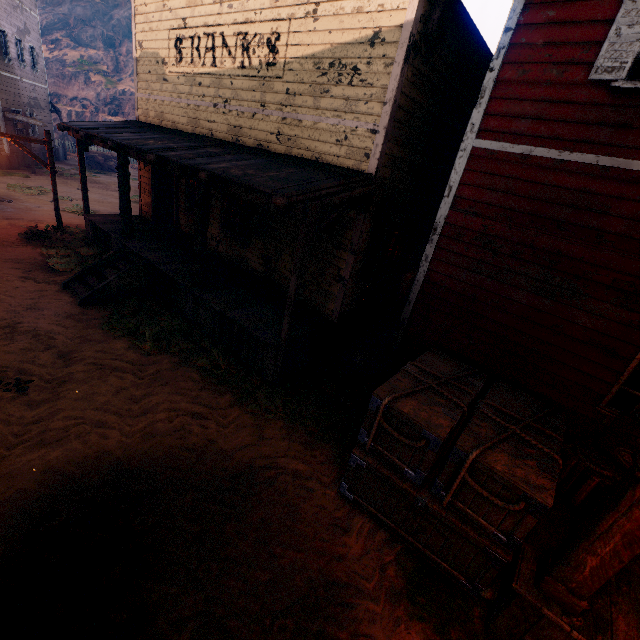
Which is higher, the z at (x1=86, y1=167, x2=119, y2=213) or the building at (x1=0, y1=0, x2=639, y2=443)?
the building at (x1=0, y1=0, x2=639, y2=443)

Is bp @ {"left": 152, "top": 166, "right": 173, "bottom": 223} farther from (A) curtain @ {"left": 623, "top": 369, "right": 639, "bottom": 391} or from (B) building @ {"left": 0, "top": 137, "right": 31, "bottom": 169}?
(A) curtain @ {"left": 623, "top": 369, "right": 639, "bottom": 391}

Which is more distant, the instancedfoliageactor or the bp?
the instancedfoliageactor

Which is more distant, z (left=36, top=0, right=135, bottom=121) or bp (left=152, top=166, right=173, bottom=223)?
Result: z (left=36, top=0, right=135, bottom=121)

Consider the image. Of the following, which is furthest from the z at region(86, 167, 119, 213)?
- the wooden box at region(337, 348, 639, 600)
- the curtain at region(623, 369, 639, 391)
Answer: the curtain at region(623, 369, 639, 391)

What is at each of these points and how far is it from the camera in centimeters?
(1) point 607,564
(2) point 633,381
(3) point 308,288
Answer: (1) building, 276cm
(2) curtain, 461cm
(3) building, 785cm

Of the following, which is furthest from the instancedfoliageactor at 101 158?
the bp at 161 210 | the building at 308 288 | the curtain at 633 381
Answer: the bp at 161 210

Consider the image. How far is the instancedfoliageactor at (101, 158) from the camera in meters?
25.8 m
